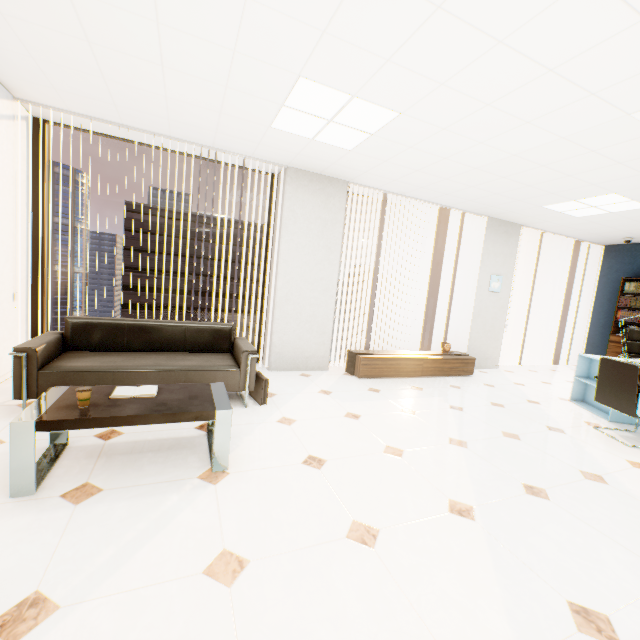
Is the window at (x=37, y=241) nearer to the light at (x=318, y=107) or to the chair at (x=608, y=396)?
the light at (x=318, y=107)

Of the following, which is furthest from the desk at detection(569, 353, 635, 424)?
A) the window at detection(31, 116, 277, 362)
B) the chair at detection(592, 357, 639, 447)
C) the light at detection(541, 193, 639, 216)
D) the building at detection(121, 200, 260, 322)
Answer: the building at detection(121, 200, 260, 322)

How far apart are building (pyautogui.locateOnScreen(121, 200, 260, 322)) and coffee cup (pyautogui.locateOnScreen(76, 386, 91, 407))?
59.0m

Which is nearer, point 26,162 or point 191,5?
point 191,5

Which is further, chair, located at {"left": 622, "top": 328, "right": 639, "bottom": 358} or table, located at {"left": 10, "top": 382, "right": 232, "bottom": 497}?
chair, located at {"left": 622, "top": 328, "right": 639, "bottom": 358}

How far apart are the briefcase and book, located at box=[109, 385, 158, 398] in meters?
1.2 m

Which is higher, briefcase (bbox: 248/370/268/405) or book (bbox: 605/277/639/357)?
book (bbox: 605/277/639/357)

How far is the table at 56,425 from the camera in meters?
1.8
